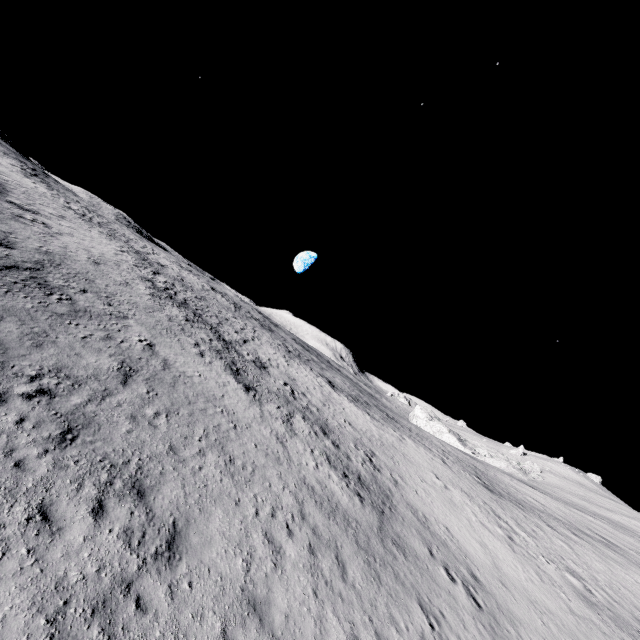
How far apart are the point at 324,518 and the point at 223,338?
18.7m
